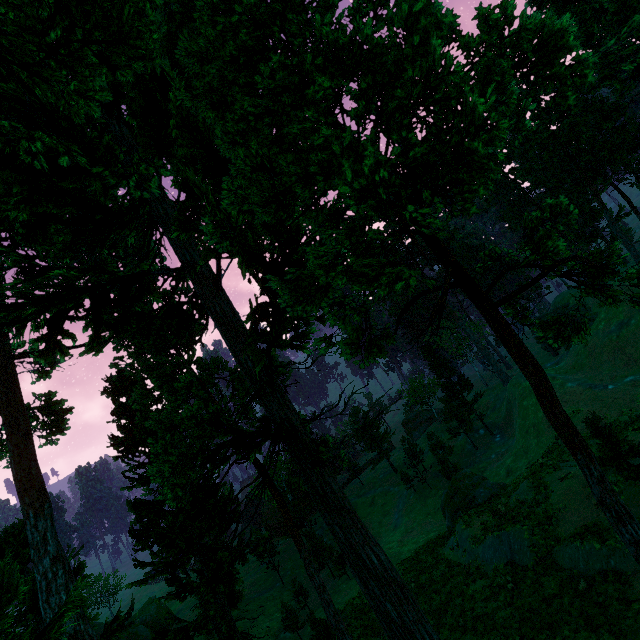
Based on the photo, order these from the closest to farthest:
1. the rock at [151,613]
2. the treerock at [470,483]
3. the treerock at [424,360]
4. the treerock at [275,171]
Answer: the treerock at [275,171]
the treerock at [470,483]
the rock at [151,613]
the treerock at [424,360]

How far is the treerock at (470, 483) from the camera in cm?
2642

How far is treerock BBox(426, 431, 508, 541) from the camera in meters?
26.4

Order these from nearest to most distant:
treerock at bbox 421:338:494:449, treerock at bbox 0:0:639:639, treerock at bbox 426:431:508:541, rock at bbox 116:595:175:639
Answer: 1. treerock at bbox 0:0:639:639
2. treerock at bbox 426:431:508:541
3. rock at bbox 116:595:175:639
4. treerock at bbox 421:338:494:449

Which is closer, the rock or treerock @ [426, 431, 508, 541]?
treerock @ [426, 431, 508, 541]

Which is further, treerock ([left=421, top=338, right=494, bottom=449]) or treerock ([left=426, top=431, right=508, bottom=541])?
treerock ([left=421, top=338, right=494, bottom=449])

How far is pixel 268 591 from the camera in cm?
4350
